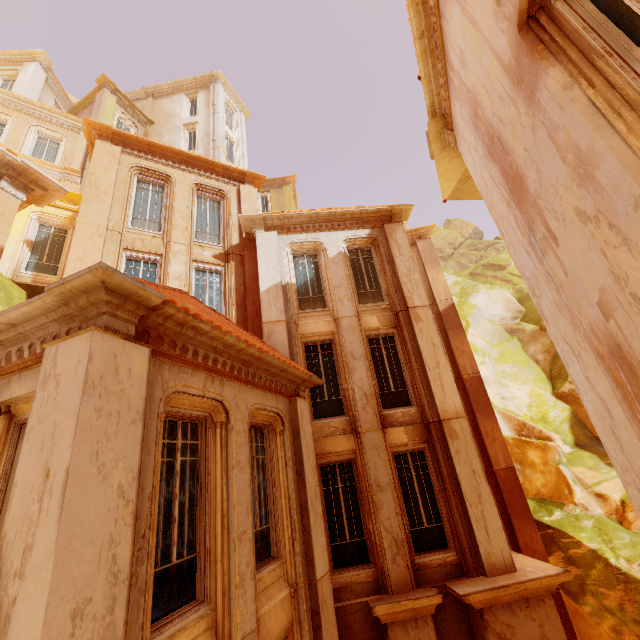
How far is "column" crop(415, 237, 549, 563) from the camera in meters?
11.7 m

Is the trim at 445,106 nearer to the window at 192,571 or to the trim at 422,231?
the window at 192,571

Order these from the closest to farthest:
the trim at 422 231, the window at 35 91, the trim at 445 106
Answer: the trim at 445 106
the trim at 422 231
the window at 35 91

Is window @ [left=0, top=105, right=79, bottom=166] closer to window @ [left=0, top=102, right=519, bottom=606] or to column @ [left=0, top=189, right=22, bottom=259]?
window @ [left=0, top=102, right=519, bottom=606]

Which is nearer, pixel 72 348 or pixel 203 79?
pixel 72 348

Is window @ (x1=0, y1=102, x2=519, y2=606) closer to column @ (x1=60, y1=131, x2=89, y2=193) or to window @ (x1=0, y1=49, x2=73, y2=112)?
column @ (x1=60, y1=131, x2=89, y2=193)

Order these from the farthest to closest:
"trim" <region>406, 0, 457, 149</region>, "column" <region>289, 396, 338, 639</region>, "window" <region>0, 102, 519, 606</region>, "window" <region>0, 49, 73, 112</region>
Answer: "window" <region>0, 49, 73, 112</region> → "window" <region>0, 102, 519, 606</region> → "trim" <region>406, 0, 457, 149</region> → "column" <region>289, 396, 338, 639</region>

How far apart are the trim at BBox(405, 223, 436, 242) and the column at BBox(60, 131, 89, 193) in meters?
16.6
